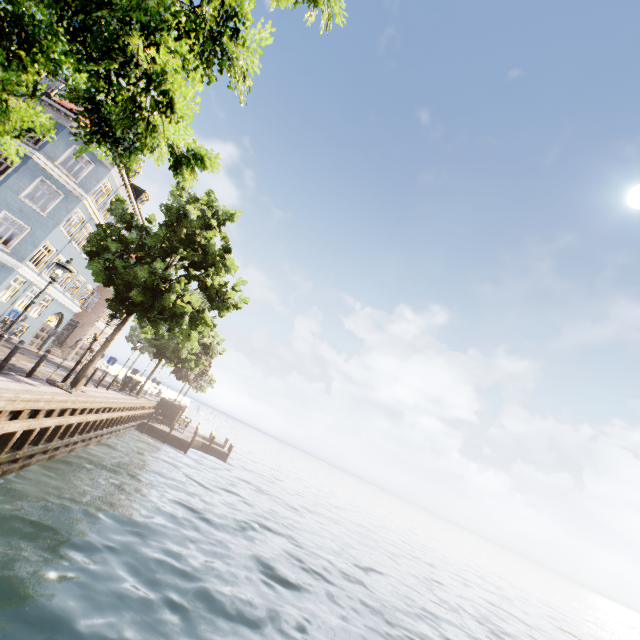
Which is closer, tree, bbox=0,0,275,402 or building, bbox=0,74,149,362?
tree, bbox=0,0,275,402

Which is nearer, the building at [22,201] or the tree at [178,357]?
the tree at [178,357]

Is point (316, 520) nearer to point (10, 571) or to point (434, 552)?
point (10, 571)
